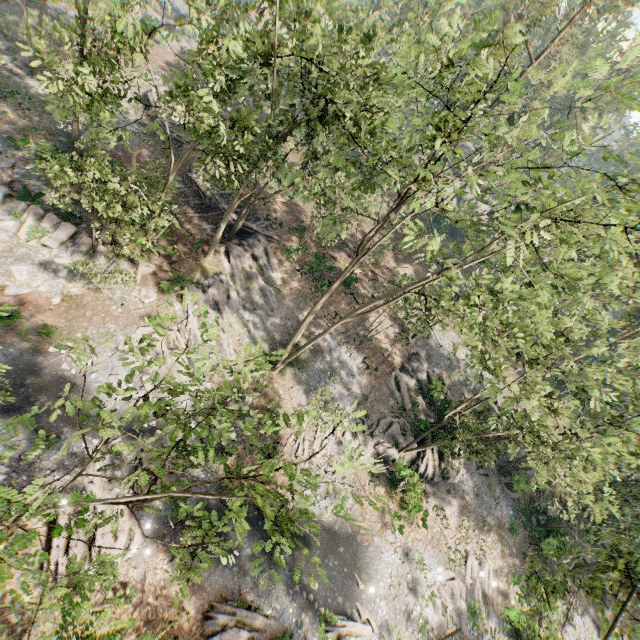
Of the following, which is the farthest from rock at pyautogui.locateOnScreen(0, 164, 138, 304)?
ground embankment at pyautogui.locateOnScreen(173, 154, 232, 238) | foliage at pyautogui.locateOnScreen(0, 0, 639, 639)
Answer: ground embankment at pyautogui.locateOnScreen(173, 154, 232, 238)

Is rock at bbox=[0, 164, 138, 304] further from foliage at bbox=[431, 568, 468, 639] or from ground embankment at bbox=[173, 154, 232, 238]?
ground embankment at bbox=[173, 154, 232, 238]

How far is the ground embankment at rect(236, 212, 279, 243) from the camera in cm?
3103

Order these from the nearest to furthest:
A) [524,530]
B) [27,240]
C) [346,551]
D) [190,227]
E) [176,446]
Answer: [176,446] < [27,240] < [346,551] < [190,227] < [524,530]

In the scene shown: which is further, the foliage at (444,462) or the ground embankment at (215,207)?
the ground embankment at (215,207)

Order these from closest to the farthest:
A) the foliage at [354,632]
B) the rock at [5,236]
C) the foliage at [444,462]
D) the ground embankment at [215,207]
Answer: the foliage at [444,462] < the foliage at [354,632] < the rock at [5,236] < the ground embankment at [215,207]

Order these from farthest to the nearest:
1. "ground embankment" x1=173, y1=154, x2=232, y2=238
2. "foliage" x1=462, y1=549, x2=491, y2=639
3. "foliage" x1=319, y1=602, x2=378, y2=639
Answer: "ground embankment" x1=173, y1=154, x2=232, y2=238
"foliage" x1=462, y1=549, x2=491, y2=639
"foliage" x1=319, y1=602, x2=378, y2=639
